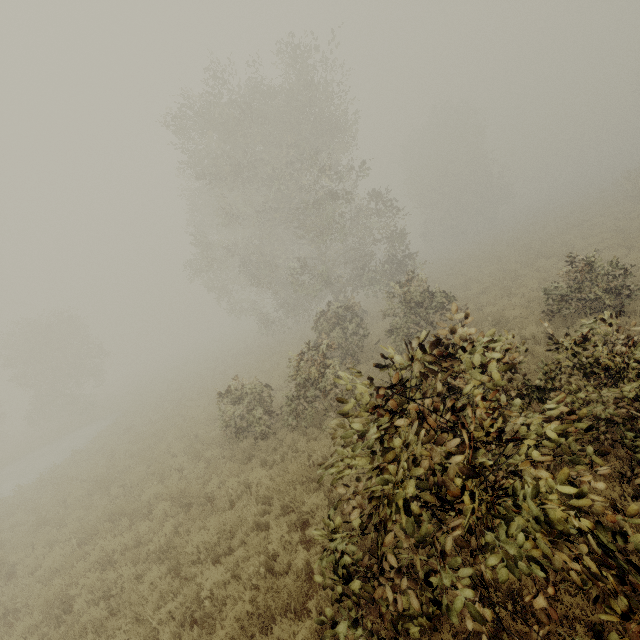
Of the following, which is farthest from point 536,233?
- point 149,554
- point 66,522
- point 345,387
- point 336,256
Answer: point 66,522
